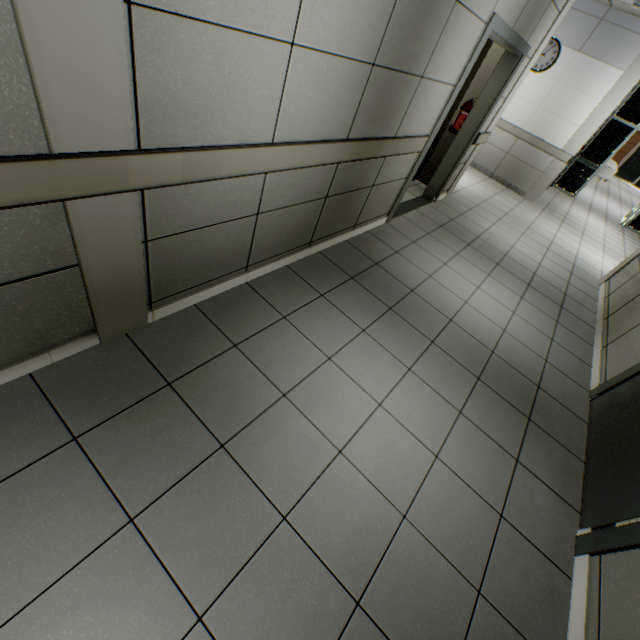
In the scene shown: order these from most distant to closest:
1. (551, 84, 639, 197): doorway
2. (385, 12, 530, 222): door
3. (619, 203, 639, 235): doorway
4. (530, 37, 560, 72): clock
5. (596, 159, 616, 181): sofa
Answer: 1. (596, 159, 616, 181): sofa
2. (619, 203, 639, 235): doorway
3. (551, 84, 639, 197): doorway
4. (530, 37, 560, 72): clock
5. (385, 12, 530, 222): door

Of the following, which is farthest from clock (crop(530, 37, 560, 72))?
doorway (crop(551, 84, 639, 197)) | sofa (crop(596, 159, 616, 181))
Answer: sofa (crop(596, 159, 616, 181))

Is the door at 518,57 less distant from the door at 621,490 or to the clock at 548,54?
the door at 621,490

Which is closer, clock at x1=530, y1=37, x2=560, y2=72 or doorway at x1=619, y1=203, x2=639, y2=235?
clock at x1=530, y1=37, x2=560, y2=72

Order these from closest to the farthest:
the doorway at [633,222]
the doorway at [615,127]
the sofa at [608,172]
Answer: the doorway at [615,127] → the doorway at [633,222] → the sofa at [608,172]

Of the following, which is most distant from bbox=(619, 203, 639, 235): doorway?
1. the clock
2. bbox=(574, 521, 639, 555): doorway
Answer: bbox=(574, 521, 639, 555): doorway

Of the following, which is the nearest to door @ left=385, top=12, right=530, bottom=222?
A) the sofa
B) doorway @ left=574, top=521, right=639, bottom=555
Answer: doorway @ left=574, top=521, right=639, bottom=555

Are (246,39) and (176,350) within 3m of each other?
yes
